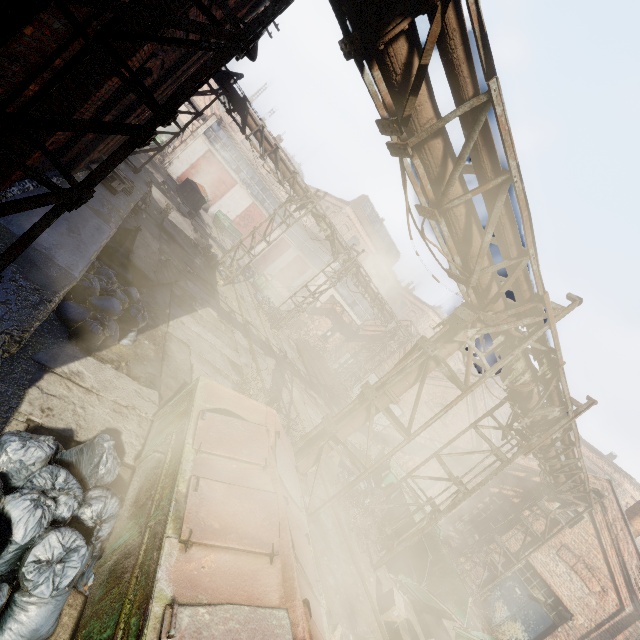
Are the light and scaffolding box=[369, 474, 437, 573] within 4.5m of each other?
no

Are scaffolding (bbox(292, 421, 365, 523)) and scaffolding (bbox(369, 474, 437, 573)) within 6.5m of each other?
yes

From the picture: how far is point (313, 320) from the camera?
25.39m

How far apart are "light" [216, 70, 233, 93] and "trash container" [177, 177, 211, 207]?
19.3 meters

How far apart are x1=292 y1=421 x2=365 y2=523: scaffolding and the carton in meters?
3.3 m

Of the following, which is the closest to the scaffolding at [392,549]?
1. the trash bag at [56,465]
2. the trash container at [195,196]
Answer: the trash bag at [56,465]

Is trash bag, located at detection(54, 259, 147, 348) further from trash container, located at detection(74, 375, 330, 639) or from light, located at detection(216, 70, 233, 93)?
light, located at detection(216, 70, 233, 93)

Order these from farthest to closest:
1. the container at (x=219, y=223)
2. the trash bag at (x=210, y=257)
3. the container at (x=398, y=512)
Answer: the container at (x=219, y=223) < the trash bag at (x=210, y=257) < the container at (x=398, y=512)
